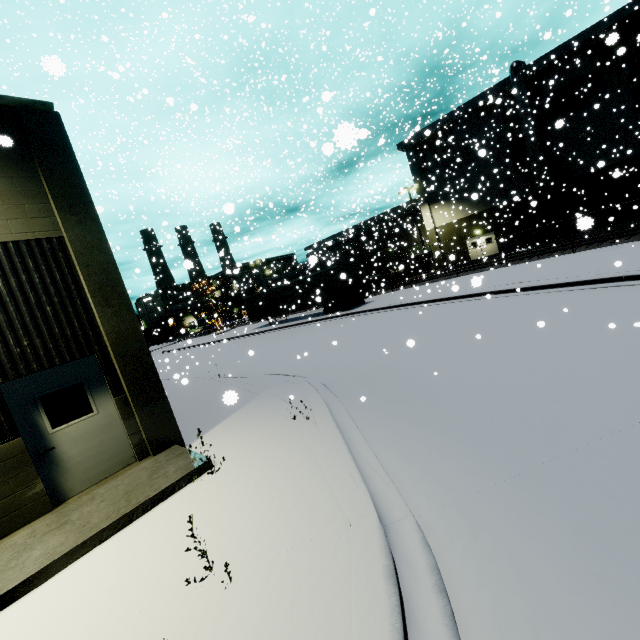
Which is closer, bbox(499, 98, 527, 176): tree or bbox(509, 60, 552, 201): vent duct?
bbox(509, 60, 552, 201): vent duct

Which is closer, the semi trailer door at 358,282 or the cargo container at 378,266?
the semi trailer door at 358,282

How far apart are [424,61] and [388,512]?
12.8 meters

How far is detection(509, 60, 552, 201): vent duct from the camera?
28.4m

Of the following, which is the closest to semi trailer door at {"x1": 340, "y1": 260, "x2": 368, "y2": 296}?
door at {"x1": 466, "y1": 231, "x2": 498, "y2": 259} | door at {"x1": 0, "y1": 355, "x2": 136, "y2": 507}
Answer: door at {"x1": 466, "y1": 231, "x2": 498, "y2": 259}

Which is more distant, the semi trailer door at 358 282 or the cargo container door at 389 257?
the cargo container door at 389 257

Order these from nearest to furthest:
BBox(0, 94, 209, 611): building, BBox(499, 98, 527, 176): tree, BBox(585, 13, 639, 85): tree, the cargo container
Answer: BBox(0, 94, 209, 611): building → BBox(585, 13, 639, 85): tree → BBox(499, 98, 527, 176): tree → the cargo container

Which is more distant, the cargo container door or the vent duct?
the cargo container door
